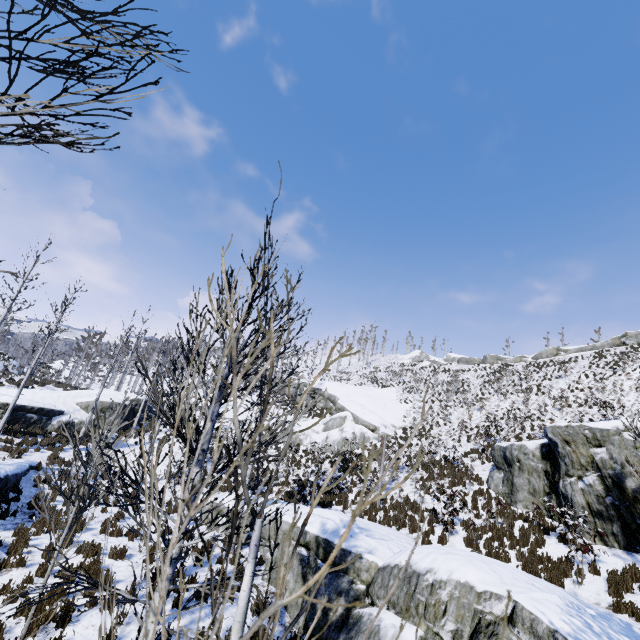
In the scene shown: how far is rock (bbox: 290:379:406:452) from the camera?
25.1m

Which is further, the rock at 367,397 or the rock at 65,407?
the rock at 367,397

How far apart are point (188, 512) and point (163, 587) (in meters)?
2.64

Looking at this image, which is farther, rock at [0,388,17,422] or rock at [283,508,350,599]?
rock at [0,388,17,422]

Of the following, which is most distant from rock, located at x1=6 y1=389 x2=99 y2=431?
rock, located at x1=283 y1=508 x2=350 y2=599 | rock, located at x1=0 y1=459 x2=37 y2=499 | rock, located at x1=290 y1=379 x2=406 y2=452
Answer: rock, located at x1=290 y1=379 x2=406 y2=452

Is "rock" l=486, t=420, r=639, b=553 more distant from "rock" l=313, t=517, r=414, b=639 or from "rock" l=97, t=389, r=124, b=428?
"rock" l=97, t=389, r=124, b=428

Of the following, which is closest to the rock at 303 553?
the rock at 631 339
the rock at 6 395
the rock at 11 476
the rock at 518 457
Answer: the rock at 518 457

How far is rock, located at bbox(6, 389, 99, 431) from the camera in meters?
19.4 m
